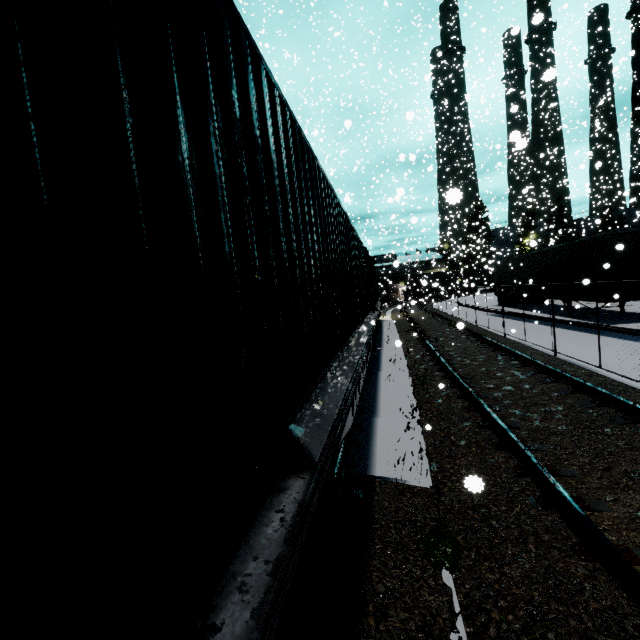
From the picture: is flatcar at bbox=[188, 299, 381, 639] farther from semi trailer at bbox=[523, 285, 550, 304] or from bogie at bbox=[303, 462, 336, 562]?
semi trailer at bbox=[523, 285, 550, 304]

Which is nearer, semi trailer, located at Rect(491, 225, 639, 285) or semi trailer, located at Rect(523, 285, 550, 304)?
semi trailer, located at Rect(491, 225, 639, 285)

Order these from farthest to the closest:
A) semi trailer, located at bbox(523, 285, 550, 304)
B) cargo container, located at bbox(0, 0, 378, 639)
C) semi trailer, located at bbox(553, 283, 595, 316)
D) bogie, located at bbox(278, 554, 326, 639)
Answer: semi trailer, located at bbox(523, 285, 550, 304) → semi trailer, located at bbox(553, 283, 595, 316) → bogie, located at bbox(278, 554, 326, 639) → cargo container, located at bbox(0, 0, 378, 639)

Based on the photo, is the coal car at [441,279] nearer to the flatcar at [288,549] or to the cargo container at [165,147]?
the flatcar at [288,549]

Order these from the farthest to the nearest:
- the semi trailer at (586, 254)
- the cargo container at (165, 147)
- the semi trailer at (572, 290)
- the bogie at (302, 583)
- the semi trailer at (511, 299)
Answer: the semi trailer at (511, 299), the semi trailer at (572, 290), the semi trailer at (586, 254), the bogie at (302, 583), the cargo container at (165, 147)

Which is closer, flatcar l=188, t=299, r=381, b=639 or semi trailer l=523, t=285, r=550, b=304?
flatcar l=188, t=299, r=381, b=639

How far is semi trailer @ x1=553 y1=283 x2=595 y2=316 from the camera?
13.8m

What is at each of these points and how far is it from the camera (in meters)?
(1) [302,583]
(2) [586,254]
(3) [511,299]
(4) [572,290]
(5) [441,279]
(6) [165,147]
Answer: (1) bogie, 1.75
(2) semi trailer, 13.84
(3) semi trailer, 24.47
(4) semi trailer, 15.22
(5) coal car, 55.03
(6) cargo container, 1.09
